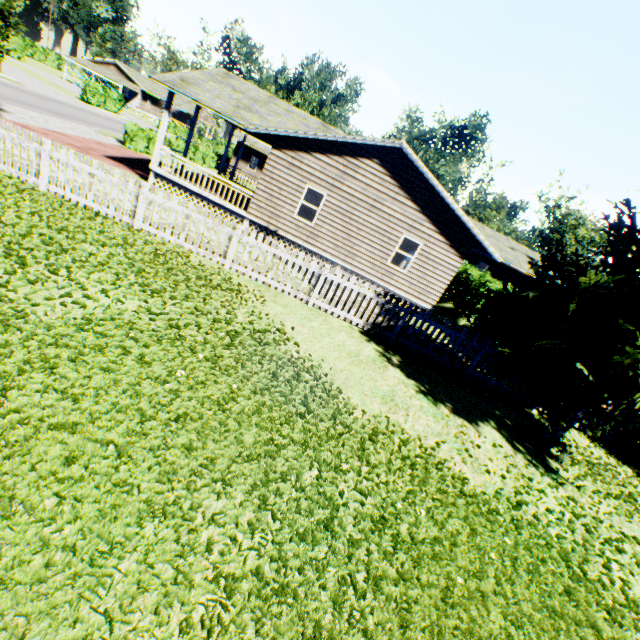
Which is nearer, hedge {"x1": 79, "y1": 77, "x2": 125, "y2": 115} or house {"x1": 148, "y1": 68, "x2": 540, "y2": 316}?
house {"x1": 148, "y1": 68, "x2": 540, "y2": 316}

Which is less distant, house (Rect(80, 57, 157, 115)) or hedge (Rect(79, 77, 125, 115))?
hedge (Rect(79, 77, 125, 115))

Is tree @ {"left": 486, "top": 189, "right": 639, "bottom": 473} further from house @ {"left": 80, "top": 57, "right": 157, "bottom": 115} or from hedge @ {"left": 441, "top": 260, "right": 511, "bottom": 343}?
house @ {"left": 80, "top": 57, "right": 157, "bottom": 115}

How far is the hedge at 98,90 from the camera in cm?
3856

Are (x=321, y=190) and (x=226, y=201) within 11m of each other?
yes

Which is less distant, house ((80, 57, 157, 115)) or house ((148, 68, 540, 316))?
house ((148, 68, 540, 316))

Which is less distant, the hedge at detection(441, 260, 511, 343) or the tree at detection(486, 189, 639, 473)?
the tree at detection(486, 189, 639, 473)

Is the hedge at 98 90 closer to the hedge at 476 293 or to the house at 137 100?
the house at 137 100
